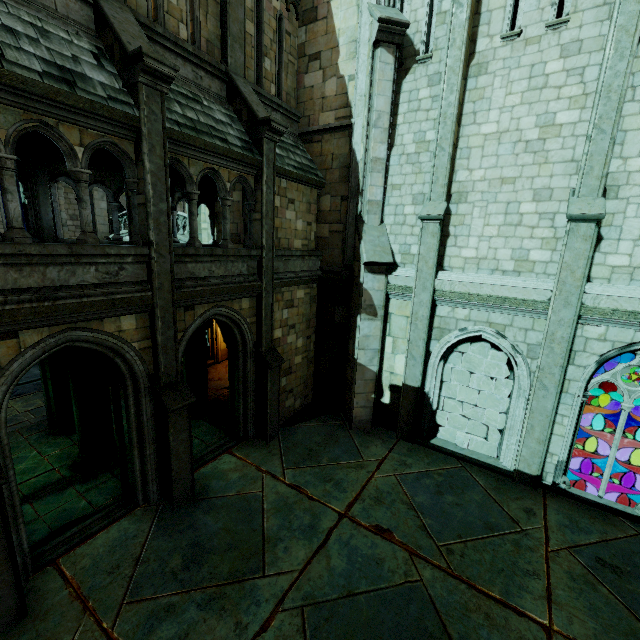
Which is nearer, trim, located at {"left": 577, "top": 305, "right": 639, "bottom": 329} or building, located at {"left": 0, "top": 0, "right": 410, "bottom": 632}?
building, located at {"left": 0, "top": 0, "right": 410, "bottom": 632}

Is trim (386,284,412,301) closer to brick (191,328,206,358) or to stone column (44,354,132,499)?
brick (191,328,206,358)

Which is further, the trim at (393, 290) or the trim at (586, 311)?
the trim at (393, 290)

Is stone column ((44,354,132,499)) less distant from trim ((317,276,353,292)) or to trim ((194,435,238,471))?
trim ((194,435,238,471))

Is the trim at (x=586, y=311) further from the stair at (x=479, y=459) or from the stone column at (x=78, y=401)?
the stone column at (x=78, y=401)

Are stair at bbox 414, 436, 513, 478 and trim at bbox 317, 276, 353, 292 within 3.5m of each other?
no

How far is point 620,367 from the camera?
7.7 meters

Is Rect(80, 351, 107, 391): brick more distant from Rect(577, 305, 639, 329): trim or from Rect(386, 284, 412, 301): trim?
Rect(577, 305, 639, 329): trim
